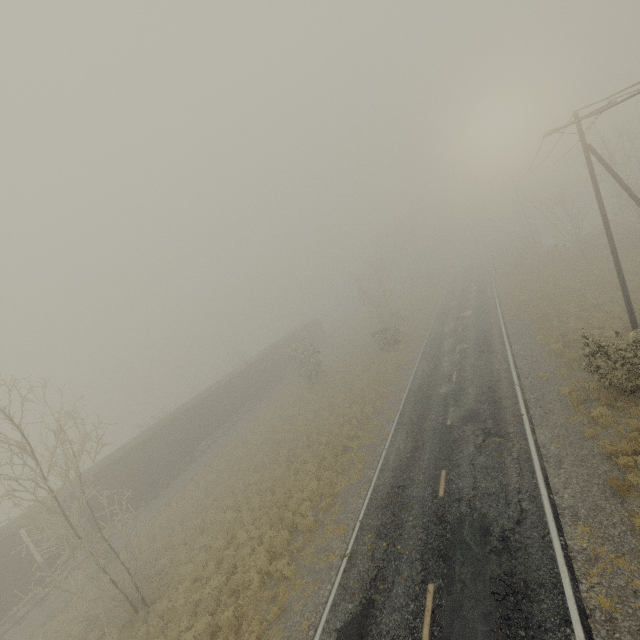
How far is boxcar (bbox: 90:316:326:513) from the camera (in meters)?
24.34

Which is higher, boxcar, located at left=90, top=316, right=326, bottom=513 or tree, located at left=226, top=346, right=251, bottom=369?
tree, located at left=226, top=346, right=251, bottom=369

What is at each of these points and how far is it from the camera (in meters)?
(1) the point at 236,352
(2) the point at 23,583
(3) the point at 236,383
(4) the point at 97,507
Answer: (1) tree, 57.94
(2) boxcar, 18.53
(3) boxcar, 36.97
(4) boxcar, 22.56

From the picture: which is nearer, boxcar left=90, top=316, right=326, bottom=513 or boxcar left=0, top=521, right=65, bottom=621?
boxcar left=0, top=521, right=65, bottom=621

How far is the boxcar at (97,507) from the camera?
22.3 meters

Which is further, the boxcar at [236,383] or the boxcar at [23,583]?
the boxcar at [236,383]
